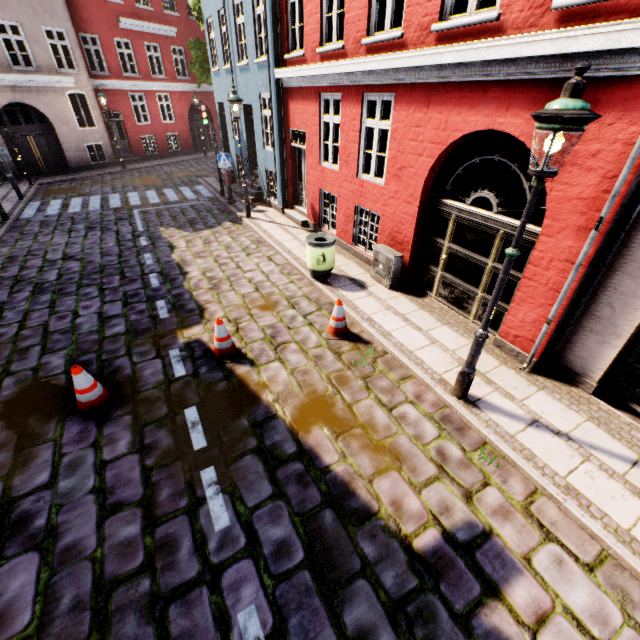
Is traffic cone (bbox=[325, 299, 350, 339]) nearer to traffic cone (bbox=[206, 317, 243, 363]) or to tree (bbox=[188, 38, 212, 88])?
traffic cone (bbox=[206, 317, 243, 363])

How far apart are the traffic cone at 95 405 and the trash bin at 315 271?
4.72m

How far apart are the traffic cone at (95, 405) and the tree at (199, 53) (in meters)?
19.00

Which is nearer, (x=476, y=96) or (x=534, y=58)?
(x=534, y=58)

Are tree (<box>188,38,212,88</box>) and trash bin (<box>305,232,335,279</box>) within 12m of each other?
no

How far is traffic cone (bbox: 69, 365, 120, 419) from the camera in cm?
451

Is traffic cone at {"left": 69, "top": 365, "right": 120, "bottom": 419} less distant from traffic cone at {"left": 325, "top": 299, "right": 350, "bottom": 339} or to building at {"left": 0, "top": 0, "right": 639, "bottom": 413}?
traffic cone at {"left": 325, "top": 299, "right": 350, "bottom": 339}

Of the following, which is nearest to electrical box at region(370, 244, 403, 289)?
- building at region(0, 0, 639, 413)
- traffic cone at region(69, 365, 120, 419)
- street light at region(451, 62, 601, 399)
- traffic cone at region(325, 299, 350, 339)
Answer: building at region(0, 0, 639, 413)
